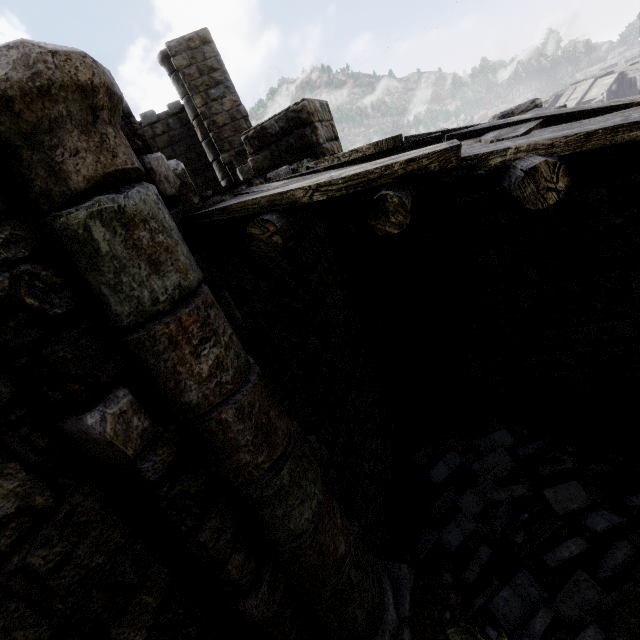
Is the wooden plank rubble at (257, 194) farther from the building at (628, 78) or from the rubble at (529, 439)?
the rubble at (529, 439)

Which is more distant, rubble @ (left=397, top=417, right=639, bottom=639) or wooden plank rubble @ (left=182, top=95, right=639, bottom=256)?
rubble @ (left=397, top=417, right=639, bottom=639)

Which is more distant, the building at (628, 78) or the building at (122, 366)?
the building at (628, 78)

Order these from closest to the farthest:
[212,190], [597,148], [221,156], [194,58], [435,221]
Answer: [597,148] → [212,190] → [435,221] → [194,58] → [221,156]

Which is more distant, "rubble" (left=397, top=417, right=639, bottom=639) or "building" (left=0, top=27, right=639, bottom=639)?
"rubble" (left=397, top=417, right=639, bottom=639)

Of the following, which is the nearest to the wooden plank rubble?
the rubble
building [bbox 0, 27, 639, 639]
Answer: building [bbox 0, 27, 639, 639]

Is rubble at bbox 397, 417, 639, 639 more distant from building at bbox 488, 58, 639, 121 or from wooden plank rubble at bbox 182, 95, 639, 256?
wooden plank rubble at bbox 182, 95, 639, 256
